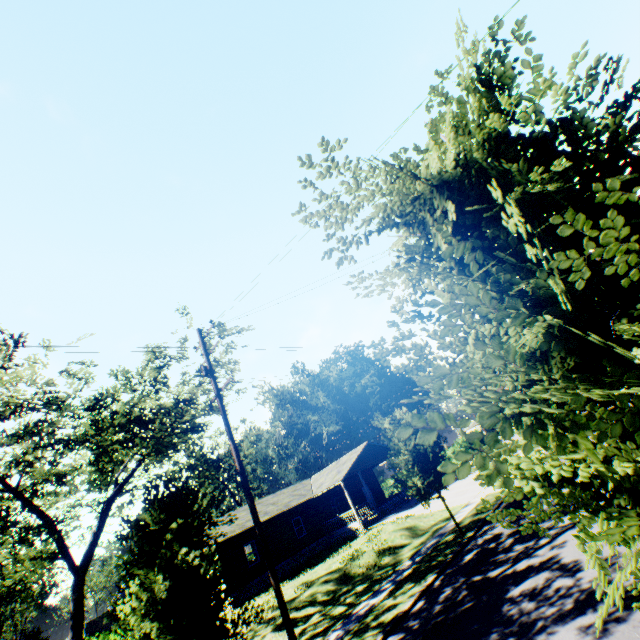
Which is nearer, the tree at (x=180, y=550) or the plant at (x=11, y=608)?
the tree at (x=180, y=550)

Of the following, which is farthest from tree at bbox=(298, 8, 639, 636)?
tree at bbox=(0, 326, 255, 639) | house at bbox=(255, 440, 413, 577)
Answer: house at bbox=(255, 440, 413, 577)

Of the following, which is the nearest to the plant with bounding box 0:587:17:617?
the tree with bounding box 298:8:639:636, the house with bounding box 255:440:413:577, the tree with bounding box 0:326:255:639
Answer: the tree with bounding box 0:326:255:639

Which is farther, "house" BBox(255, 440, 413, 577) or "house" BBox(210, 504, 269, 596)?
"house" BBox(255, 440, 413, 577)

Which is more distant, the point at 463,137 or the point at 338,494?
the point at 338,494

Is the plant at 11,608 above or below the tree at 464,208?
above

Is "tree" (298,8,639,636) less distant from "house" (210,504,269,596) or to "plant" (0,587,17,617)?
"house" (210,504,269,596)
